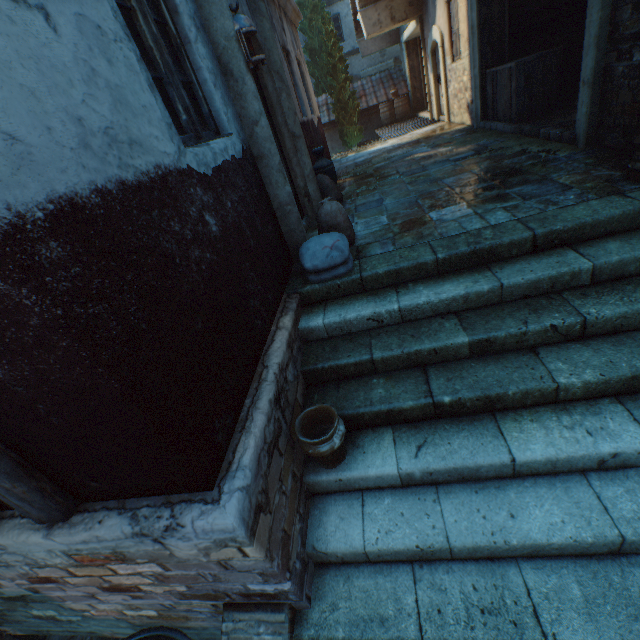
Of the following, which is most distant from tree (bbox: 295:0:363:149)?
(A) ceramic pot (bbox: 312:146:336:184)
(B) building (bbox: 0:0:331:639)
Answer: (A) ceramic pot (bbox: 312:146:336:184)

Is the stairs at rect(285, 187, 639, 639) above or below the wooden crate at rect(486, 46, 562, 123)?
below

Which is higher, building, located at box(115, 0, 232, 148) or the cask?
building, located at box(115, 0, 232, 148)

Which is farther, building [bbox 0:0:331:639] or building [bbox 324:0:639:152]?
building [bbox 324:0:639:152]

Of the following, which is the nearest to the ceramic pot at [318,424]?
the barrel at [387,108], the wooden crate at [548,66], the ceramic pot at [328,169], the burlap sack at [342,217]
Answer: the burlap sack at [342,217]

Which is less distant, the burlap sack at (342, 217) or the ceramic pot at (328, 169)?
the burlap sack at (342, 217)

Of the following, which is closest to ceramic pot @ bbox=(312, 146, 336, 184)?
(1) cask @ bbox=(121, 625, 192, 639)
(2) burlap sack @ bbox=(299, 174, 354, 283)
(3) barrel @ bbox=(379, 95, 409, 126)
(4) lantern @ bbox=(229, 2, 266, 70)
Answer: (2) burlap sack @ bbox=(299, 174, 354, 283)

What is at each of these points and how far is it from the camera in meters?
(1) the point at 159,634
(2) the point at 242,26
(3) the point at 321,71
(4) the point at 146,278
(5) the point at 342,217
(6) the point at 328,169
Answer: (1) cask, 2.5 m
(2) lantern, 2.8 m
(3) tree, 18.5 m
(4) building, 1.5 m
(5) burlap sack, 3.7 m
(6) ceramic pot, 5.9 m
